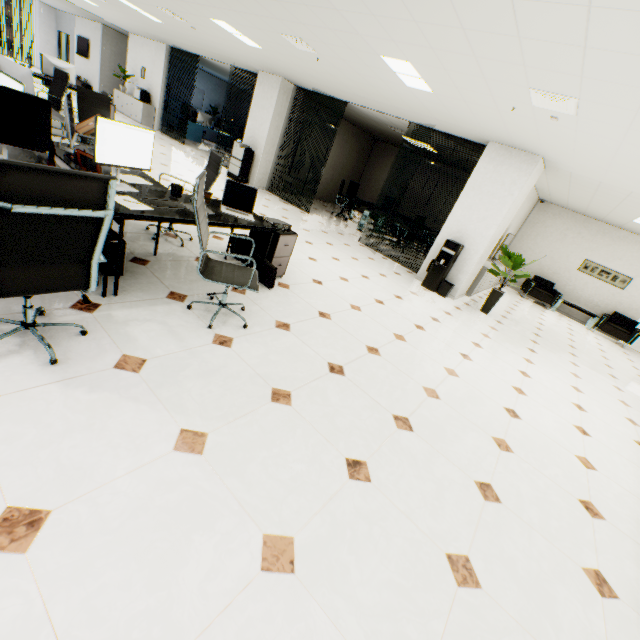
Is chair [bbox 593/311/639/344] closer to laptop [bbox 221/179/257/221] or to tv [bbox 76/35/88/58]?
laptop [bbox 221/179/257/221]

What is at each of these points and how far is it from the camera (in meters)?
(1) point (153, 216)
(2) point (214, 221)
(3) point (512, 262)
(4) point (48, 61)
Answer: (1) table, 2.55
(2) table, 3.02
(3) plant, 6.51
(4) monitor, 8.08

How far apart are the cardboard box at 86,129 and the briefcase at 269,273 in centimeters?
239cm

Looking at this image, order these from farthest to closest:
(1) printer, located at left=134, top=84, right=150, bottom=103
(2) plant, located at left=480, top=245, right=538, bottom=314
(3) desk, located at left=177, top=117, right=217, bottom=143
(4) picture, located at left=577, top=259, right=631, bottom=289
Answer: (3) desk, located at left=177, top=117, right=217, bottom=143 → (1) printer, located at left=134, top=84, right=150, bottom=103 → (4) picture, located at left=577, top=259, right=631, bottom=289 → (2) plant, located at left=480, top=245, right=538, bottom=314

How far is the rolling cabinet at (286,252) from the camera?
3.9 meters

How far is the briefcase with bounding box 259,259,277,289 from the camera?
3.87m

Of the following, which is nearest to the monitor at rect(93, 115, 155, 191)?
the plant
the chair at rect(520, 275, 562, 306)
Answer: the plant

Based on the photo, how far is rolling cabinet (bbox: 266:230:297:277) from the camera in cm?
394
